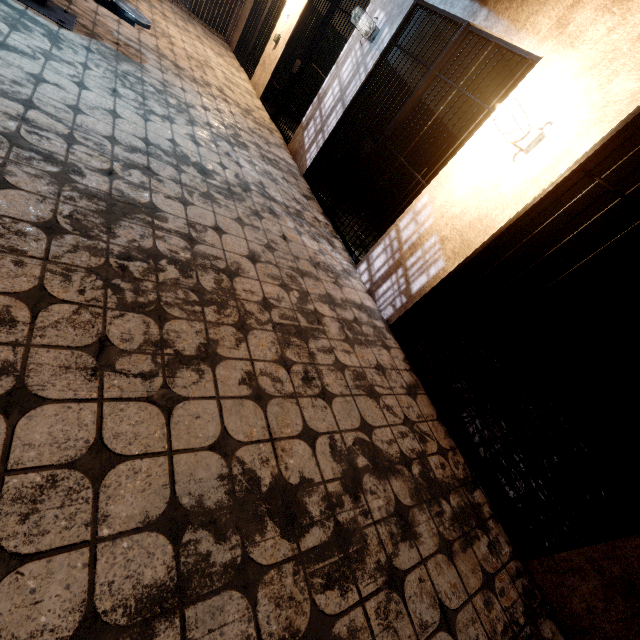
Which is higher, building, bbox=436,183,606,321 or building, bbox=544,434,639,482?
building, bbox=436,183,606,321

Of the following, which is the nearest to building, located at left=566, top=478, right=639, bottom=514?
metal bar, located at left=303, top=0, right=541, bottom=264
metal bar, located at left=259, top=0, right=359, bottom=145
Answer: metal bar, located at left=303, top=0, right=541, bottom=264

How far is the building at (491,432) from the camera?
2.8 meters

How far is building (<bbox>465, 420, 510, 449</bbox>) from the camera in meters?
2.8 m

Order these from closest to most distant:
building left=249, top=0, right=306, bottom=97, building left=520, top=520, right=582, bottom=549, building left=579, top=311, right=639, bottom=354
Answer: building left=520, top=520, right=582, bottom=549 → building left=579, top=311, right=639, bottom=354 → building left=249, top=0, right=306, bottom=97

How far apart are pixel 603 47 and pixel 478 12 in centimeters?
138cm

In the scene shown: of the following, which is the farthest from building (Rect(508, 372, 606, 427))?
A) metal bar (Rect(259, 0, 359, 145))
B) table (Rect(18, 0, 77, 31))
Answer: table (Rect(18, 0, 77, 31))

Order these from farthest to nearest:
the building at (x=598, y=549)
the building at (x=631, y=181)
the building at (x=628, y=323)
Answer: the building at (x=628, y=323) → the building at (x=631, y=181) → the building at (x=598, y=549)
